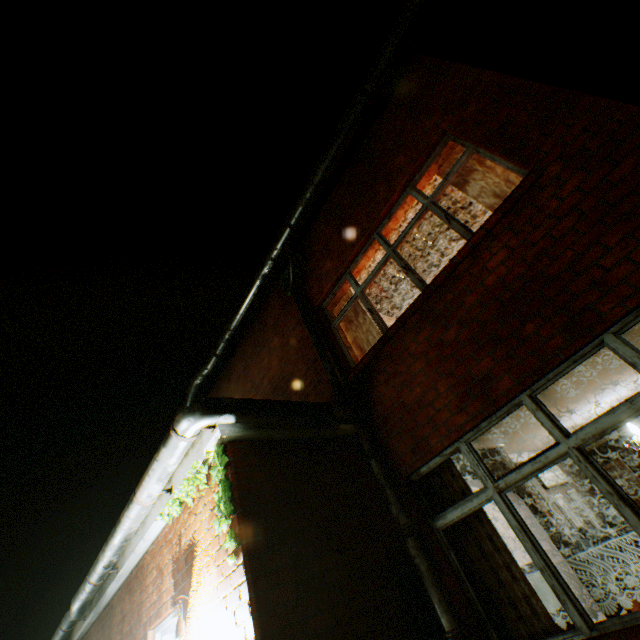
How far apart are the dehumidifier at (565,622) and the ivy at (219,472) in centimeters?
304cm

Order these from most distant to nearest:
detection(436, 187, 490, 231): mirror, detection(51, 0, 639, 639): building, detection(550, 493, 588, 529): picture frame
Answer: detection(550, 493, 588, 529): picture frame → detection(436, 187, 490, 231): mirror → detection(51, 0, 639, 639): building

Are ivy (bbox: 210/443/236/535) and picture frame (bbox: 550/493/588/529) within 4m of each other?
no

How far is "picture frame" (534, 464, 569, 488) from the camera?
9.1 meters

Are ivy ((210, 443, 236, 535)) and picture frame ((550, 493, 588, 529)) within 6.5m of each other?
no

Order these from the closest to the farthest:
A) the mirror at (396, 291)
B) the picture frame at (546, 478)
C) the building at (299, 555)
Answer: the building at (299, 555) < the mirror at (396, 291) < the picture frame at (546, 478)

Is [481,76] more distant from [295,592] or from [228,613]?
[228,613]

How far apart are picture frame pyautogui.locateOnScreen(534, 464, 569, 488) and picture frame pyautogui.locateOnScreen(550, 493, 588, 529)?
0.2m
